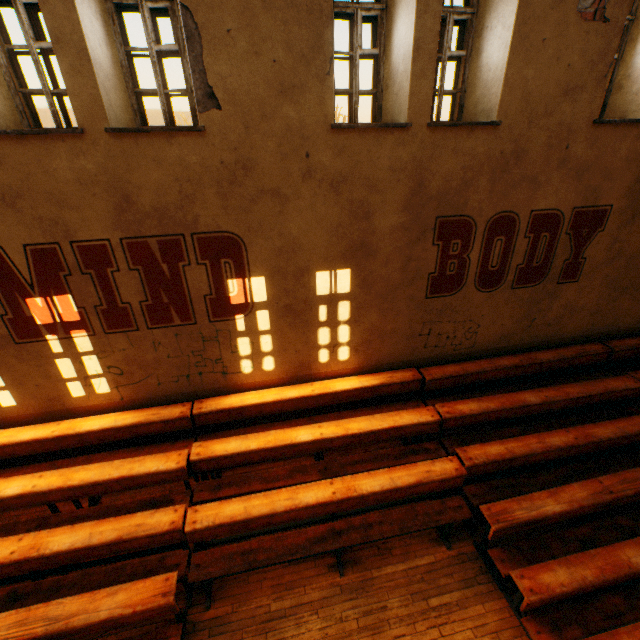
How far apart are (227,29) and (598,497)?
7.8m
